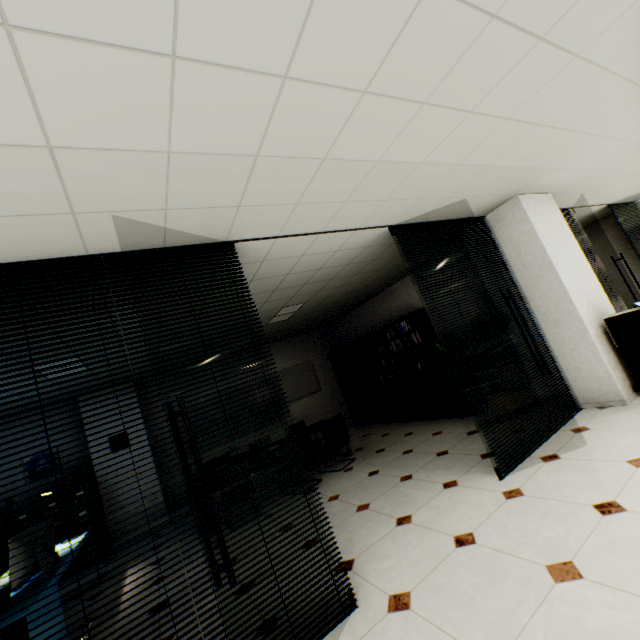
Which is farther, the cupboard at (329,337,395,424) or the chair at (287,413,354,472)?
the cupboard at (329,337,395,424)

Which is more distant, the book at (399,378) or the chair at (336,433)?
the book at (399,378)

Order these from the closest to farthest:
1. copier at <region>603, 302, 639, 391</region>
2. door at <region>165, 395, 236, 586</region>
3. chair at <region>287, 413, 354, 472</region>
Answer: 1. door at <region>165, 395, 236, 586</region>
2. copier at <region>603, 302, 639, 391</region>
3. chair at <region>287, 413, 354, 472</region>

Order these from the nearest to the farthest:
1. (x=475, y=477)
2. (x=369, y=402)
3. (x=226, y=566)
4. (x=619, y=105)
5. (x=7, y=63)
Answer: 1. (x=7, y=63)
2. (x=226, y=566)
3. (x=619, y=105)
4. (x=475, y=477)
5. (x=369, y=402)

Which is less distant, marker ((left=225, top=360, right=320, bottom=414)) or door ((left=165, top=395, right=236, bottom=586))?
door ((left=165, top=395, right=236, bottom=586))

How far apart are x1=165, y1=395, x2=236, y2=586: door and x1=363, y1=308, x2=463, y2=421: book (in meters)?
5.37

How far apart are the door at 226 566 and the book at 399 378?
5.4m

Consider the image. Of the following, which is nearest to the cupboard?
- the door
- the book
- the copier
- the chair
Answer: the book
